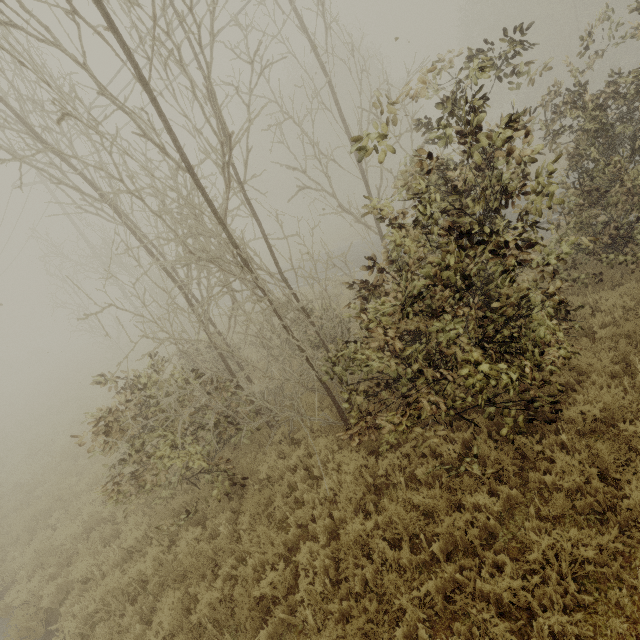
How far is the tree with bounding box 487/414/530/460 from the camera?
5.13m

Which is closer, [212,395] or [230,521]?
[230,521]

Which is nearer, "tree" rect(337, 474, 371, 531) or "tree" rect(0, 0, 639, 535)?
"tree" rect(0, 0, 639, 535)

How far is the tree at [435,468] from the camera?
4.6 meters

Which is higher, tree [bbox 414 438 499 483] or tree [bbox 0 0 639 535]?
tree [bbox 0 0 639 535]

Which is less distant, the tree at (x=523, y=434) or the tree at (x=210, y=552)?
the tree at (x=523, y=434)
